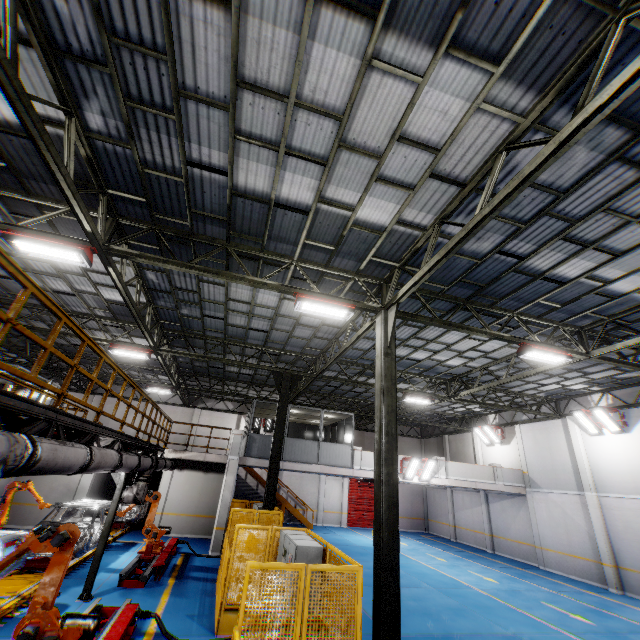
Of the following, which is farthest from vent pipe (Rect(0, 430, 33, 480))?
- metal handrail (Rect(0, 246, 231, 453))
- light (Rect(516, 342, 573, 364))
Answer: light (Rect(516, 342, 573, 364))

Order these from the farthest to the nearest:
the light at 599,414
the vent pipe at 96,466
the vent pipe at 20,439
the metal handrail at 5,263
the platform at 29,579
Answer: the light at 599,414, the platform at 29,579, the vent pipe at 96,466, the metal handrail at 5,263, the vent pipe at 20,439

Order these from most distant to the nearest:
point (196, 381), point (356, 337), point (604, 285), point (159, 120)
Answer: point (196, 381) → point (356, 337) → point (604, 285) → point (159, 120)

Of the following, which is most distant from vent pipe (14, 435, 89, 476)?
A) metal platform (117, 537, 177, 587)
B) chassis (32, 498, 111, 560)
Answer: metal platform (117, 537, 177, 587)

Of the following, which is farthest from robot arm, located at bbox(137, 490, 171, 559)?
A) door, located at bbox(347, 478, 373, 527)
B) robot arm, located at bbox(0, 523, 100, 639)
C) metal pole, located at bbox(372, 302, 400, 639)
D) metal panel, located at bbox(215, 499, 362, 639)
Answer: door, located at bbox(347, 478, 373, 527)

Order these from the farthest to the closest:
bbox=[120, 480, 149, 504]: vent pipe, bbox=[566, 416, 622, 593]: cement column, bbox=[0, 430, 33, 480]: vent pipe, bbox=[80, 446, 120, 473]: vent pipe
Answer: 1. bbox=[566, 416, 622, 593]: cement column
2. bbox=[120, 480, 149, 504]: vent pipe
3. bbox=[80, 446, 120, 473]: vent pipe
4. bbox=[0, 430, 33, 480]: vent pipe

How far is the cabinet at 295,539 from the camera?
6.91m

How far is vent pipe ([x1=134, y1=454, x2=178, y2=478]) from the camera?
9.76m
